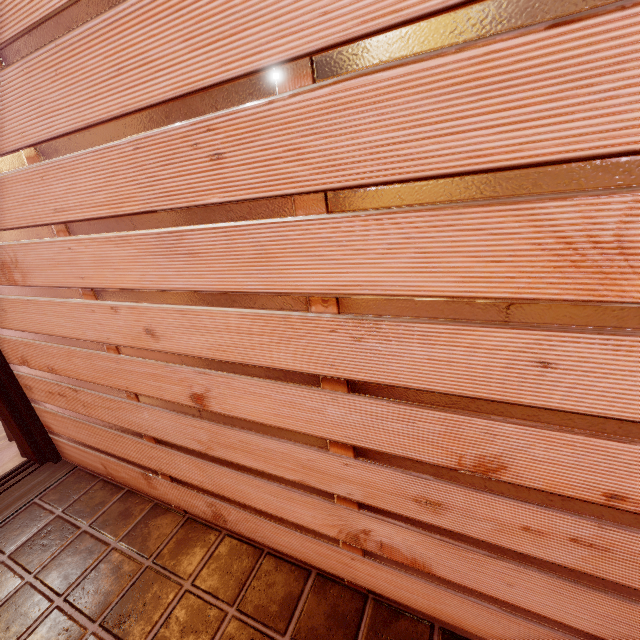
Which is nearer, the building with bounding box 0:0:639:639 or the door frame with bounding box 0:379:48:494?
the building with bounding box 0:0:639:639

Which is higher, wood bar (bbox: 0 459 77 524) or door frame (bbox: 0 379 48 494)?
door frame (bbox: 0 379 48 494)

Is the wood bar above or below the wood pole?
below

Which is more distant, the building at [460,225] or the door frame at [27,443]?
the door frame at [27,443]

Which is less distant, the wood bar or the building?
the building

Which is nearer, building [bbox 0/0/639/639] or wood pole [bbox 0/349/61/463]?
building [bbox 0/0/639/639]

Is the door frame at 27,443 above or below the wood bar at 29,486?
above

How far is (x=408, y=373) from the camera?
1.96m
